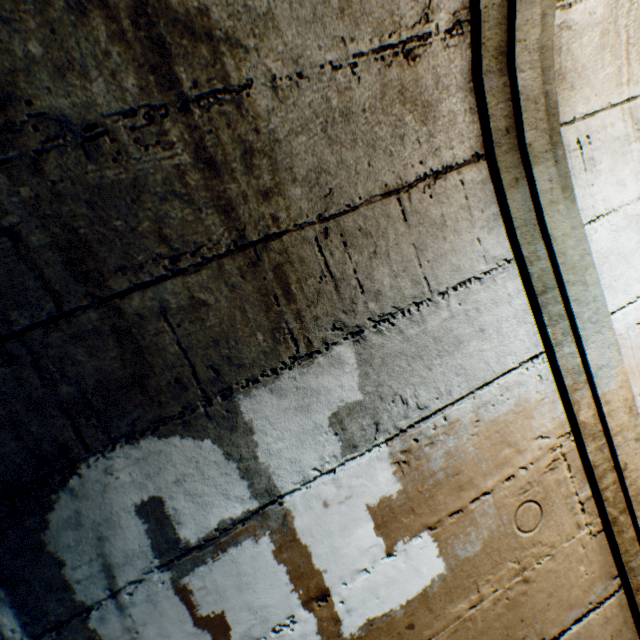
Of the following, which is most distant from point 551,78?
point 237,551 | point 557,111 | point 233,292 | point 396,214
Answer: point 237,551
